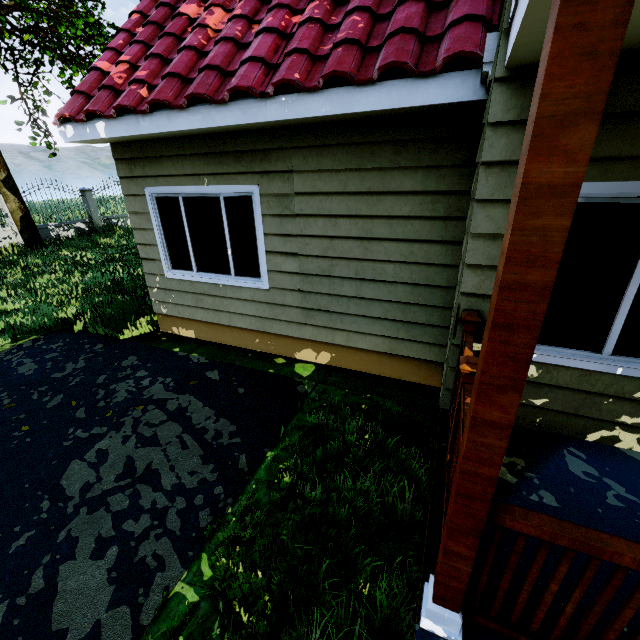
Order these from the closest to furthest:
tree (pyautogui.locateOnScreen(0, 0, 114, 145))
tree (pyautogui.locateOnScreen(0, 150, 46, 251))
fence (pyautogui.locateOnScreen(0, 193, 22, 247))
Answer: tree (pyautogui.locateOnScreen(0, 0, 114, 145)) → tree (pyautogui.locateOnScreen(0, 150, 46, 251)) → fence (pyautogui.locateOnScreen(0, 193, 22, 247))

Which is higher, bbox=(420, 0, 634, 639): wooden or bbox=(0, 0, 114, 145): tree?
bbox=(0, 0, 114, 145): tree

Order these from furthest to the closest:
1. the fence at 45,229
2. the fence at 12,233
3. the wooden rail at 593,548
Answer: the fence at 45,229 < the fence at 12,233 < the wooden rail at 593,548

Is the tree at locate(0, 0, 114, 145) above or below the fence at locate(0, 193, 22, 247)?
above

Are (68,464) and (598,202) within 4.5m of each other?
no

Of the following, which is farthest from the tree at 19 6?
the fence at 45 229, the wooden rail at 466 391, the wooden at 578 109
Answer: the wooden at 578 109

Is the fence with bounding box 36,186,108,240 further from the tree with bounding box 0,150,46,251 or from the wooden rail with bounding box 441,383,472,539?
the wooden rail with bounding box 441,383,472,539

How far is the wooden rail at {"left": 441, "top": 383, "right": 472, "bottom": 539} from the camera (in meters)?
1.80
